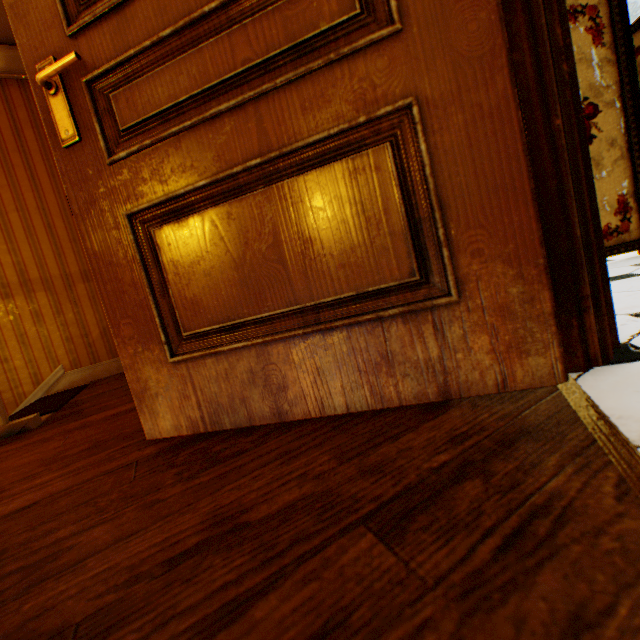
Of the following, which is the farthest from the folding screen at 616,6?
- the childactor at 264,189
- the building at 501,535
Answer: the childactor at 264,189

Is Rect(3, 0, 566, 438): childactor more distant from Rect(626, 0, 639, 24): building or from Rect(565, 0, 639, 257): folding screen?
Rect(565, 0, 639, 257): folding screen

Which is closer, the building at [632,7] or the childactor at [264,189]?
the childactor at [264,189]

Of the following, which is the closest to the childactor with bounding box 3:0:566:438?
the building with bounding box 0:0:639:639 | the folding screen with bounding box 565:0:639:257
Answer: the building with bounding box 0:0:639:639

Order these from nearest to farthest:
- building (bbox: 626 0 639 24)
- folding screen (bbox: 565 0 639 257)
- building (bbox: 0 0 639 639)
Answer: building (bbox: 0 0 639 639) → folding screen (bbox: 565 0 639 257) → building (bbox: 626 0 639 24)

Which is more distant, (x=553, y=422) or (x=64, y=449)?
(x=64, y=449)

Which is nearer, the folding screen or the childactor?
the childactor
